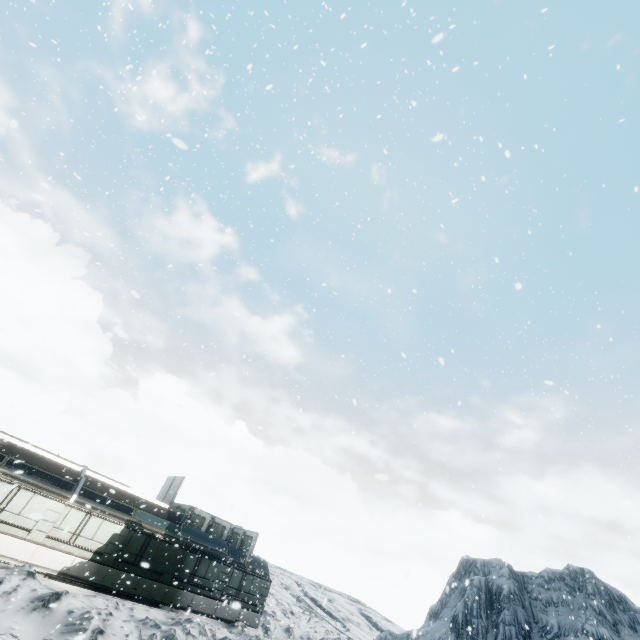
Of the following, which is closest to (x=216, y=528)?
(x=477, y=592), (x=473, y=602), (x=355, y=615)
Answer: (x=473, y=602)
